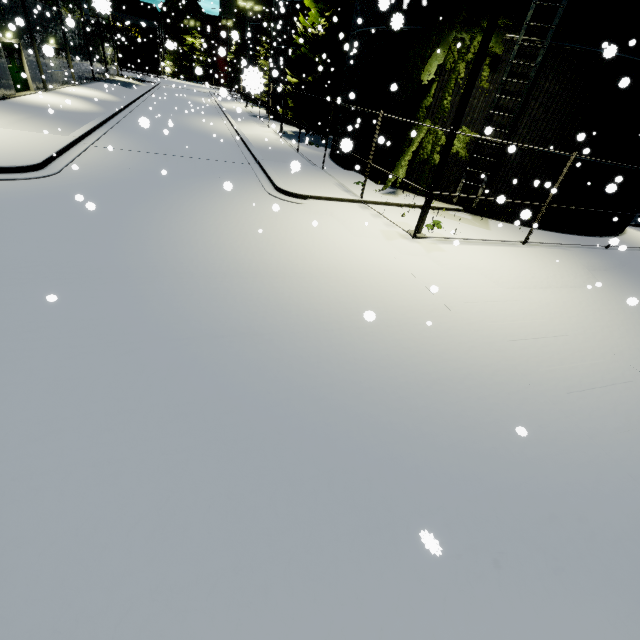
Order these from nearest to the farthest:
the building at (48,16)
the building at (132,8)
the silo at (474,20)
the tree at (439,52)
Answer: the silo at (474,20) → the tree at (439,52) → the building at (48,16) → the building at (132,8)

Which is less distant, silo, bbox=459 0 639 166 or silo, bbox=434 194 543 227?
silo, bbox=459 0 639 166

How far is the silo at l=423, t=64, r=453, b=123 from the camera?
12.8 meters

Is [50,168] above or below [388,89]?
below

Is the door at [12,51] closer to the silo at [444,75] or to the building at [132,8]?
the building at [132,8]

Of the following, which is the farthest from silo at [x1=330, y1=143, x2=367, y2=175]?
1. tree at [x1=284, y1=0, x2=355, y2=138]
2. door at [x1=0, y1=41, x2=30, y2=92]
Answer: door at [x1=0, y1=41, x2=30, y2=92]

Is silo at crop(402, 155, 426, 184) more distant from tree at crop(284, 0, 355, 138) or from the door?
the door
